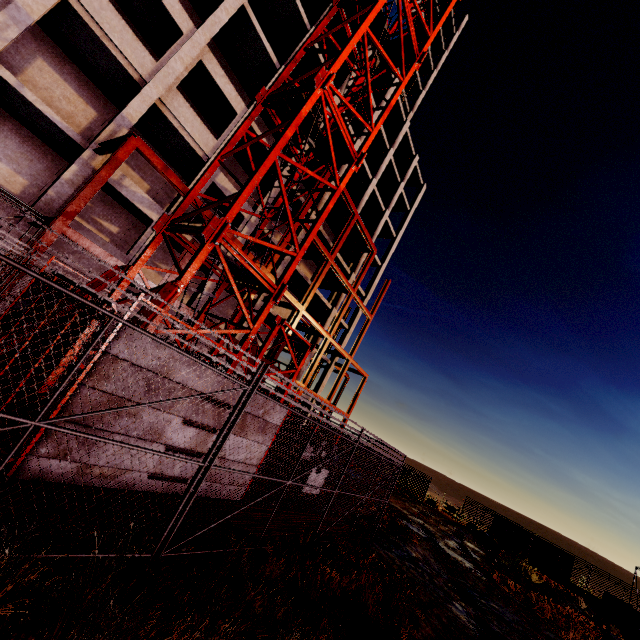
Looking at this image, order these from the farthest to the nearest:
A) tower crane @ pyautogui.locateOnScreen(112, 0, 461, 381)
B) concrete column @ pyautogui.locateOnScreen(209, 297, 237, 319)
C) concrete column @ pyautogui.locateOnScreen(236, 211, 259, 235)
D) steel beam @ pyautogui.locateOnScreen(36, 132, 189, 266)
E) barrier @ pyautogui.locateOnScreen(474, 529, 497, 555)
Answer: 1. concrete column @ pyautogui.locateOnScreen(209, 297, 237, 319)
2. barrier @ pyautogui.locateOnScreen(474, 529, 497, 555)
3. concrete column @ pyautogui.locateOnScreen(236, 211, 259, 235)
4. steel beam @ pyautogui.locateOnScreen(36, 132, 189, 266)
5. tower crane @ pyautogui.locateOnScreen(112, 0, 461, 381)

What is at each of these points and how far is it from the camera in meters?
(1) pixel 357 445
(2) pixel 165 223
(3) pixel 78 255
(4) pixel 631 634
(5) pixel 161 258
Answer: (1) fence, 7.6 m
(2) tower crane, 8.3 m
(3) concrete column, 14.2 m
(4) dumpster, 16.3 m
(5) concrete column, 20.8 m

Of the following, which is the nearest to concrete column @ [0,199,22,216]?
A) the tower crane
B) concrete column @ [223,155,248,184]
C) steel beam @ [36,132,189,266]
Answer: steel beam @ [36,132,189,266]

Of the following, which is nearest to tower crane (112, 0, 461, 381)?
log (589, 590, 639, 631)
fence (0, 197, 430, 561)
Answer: fence (0, 197, 430, 561)

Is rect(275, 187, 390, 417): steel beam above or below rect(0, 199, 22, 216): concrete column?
above

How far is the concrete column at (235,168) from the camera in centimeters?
2278cm

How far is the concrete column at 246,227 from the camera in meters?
20.2 m

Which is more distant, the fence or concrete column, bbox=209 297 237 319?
concrete column, bbox=209 297 237 319
